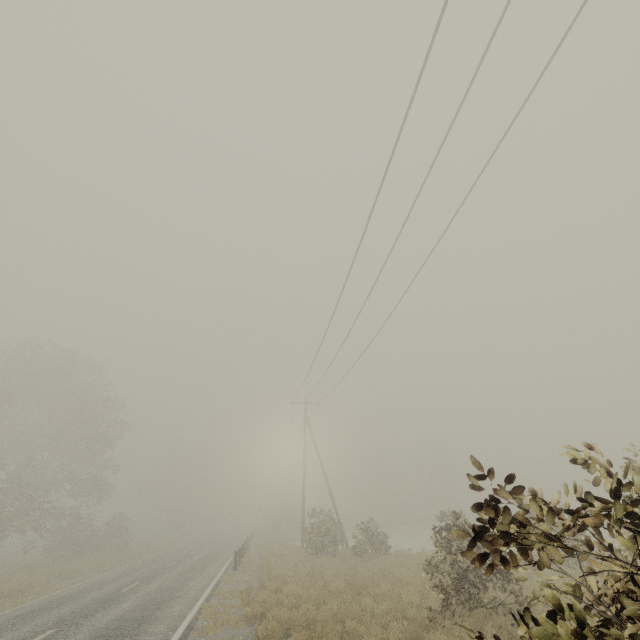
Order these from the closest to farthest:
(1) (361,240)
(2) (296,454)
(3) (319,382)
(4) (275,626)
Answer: (4) (275,626) → (1) (361,240) → (3) (319,382) → (2) (296,454)
